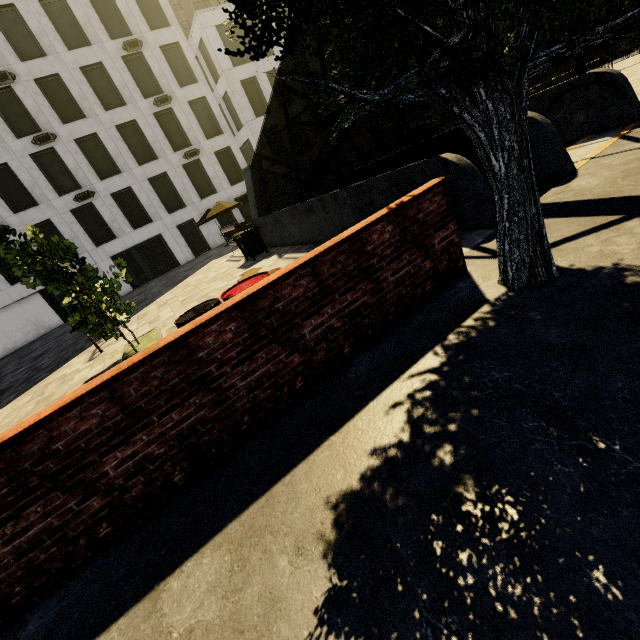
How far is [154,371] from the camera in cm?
261

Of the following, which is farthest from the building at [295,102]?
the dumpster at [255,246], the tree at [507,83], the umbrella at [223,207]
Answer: the tree at [507,83]

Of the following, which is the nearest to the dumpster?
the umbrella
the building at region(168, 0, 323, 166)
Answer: the umbrella

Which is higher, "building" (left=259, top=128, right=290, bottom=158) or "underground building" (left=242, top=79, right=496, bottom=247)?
"building" (left=259, top=128, right=290, bottom=158)

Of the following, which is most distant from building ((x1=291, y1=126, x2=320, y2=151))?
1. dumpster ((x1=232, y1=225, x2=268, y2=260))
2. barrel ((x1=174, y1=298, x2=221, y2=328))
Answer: barrel ((x1=174, y1=298, x2=221, y2=328))

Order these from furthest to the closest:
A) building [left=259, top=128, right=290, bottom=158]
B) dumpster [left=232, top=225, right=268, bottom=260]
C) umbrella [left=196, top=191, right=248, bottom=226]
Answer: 1. building [left=259, top=128, right=290, bottom=158]
2. umbrella [left=196, top=191, right=248, bottom=226]
3. dumpster [left=232, top=225, right=268, bottom=260]

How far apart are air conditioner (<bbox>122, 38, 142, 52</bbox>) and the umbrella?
13.74m

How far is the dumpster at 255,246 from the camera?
12.22m
